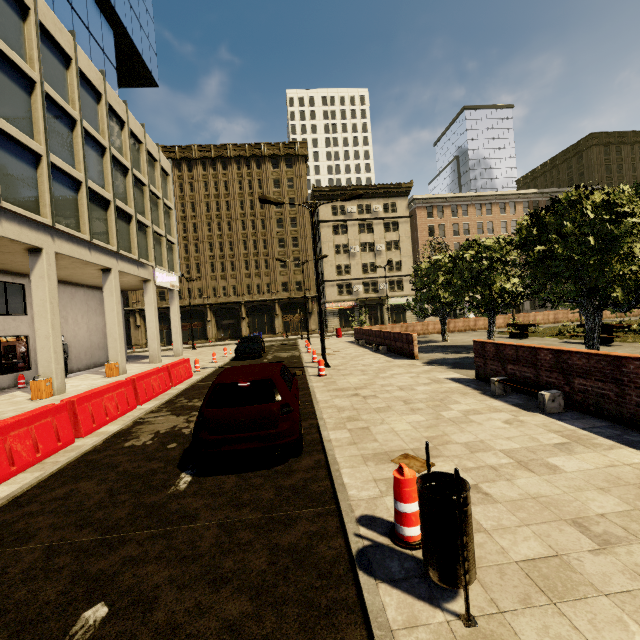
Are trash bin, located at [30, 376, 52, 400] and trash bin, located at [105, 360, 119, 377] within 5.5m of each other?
yes

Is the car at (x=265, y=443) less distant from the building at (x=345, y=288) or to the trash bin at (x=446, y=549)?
the trash bin at (x=446, y=549)

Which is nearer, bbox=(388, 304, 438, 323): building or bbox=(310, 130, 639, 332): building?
bbox=(310, 130, 639, 332): building

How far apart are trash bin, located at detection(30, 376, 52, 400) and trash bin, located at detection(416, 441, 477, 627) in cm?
1523

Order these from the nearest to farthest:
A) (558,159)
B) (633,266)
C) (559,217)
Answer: (633,266)
(559,217)
(558,159)

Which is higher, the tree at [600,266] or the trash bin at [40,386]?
the tree at [600,266]

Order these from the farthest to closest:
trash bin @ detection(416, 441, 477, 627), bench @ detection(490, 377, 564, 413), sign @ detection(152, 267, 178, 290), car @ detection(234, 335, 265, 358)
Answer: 1. sign @ detection(152, 267, 178, 290)
2. car @ detection(234, 335, 265, 358)
3. bench @ detection(490, 377, 564, 413)
4. trash bin @ detection(416, 441, 477, 627)

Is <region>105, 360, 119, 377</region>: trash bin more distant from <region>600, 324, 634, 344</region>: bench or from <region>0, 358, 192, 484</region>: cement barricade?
<region>600, 324, 634, 344</region>: bench
